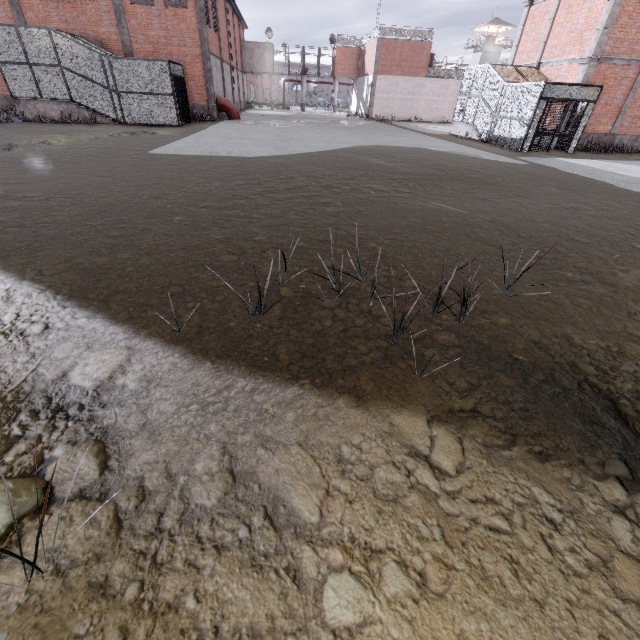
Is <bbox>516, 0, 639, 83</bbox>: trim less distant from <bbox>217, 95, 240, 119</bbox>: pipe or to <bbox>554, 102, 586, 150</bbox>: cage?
<bbox>554, 102, 586, 150</bbox>: cage

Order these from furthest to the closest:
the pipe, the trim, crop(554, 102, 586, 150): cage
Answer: the pipe
crop(554, 102, 586, 150): cage
the trim

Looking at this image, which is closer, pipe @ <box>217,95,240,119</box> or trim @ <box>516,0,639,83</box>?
trim @ <box>516,0,639,83</box>

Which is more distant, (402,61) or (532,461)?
(402,61)

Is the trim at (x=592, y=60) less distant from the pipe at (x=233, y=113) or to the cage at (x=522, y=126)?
the cage at (x=522, y=126)

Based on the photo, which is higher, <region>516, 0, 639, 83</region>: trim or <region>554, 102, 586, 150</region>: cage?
<region>516, 0, 639, 83</region>: trim

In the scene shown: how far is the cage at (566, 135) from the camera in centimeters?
1631cm
